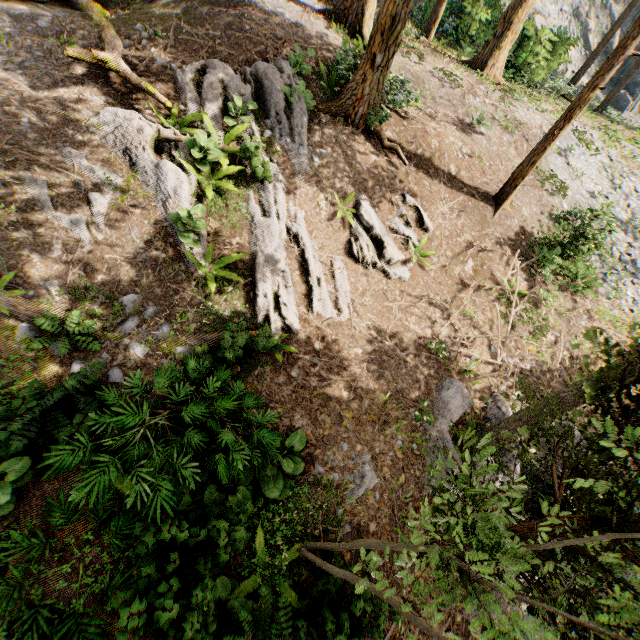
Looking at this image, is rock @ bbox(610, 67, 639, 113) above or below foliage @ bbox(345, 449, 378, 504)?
above

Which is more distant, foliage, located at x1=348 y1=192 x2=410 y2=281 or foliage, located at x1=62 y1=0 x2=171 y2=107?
foliage, located at x1=348 y1=192 x2=410 y2=281

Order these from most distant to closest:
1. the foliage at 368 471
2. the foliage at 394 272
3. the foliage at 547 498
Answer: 1. the foliage at 394 272
2. the foliage at 368 471
3. the foliage at 547 498

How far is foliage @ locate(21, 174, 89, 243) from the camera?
6.84m

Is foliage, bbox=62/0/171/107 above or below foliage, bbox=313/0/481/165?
below

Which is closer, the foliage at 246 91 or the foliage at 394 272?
the foliage at 246 91

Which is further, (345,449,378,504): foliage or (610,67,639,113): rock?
(610,67,639,113): rock

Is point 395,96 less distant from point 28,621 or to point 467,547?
point 467,547
